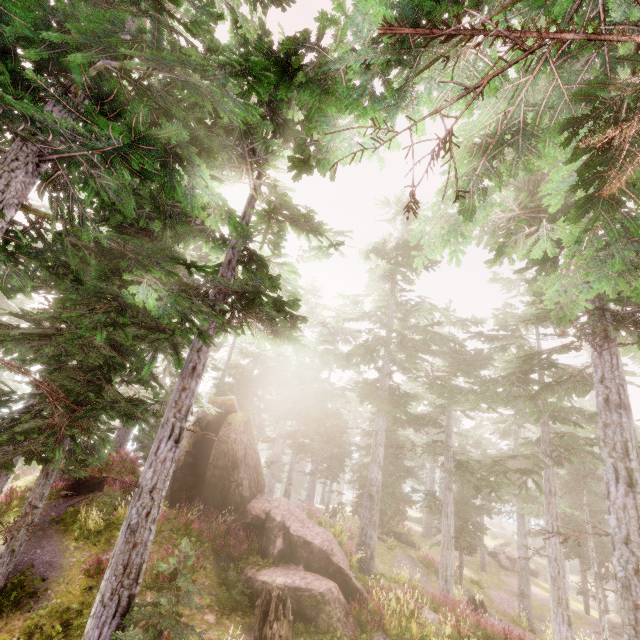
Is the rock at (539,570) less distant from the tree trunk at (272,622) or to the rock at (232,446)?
the rock at (232,446)

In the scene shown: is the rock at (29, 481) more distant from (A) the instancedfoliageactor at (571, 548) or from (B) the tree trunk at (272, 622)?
(B) the tree trunk at (272, 622)

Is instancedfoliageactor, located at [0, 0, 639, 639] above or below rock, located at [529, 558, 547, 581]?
above

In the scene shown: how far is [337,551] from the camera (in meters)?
13.10

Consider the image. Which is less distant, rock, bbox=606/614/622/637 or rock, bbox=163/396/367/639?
rock, bbox=163/396/367/639

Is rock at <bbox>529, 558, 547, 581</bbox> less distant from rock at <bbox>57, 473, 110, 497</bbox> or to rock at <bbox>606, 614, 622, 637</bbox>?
rock at <bbox>606, 614, 622, 637</bbox>

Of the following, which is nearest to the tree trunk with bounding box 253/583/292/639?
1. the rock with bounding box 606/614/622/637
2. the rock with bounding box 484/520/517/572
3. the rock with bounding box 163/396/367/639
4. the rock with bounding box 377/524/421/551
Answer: the rock with bounding box 163/396/367/639

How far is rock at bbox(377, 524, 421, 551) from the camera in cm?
2603
